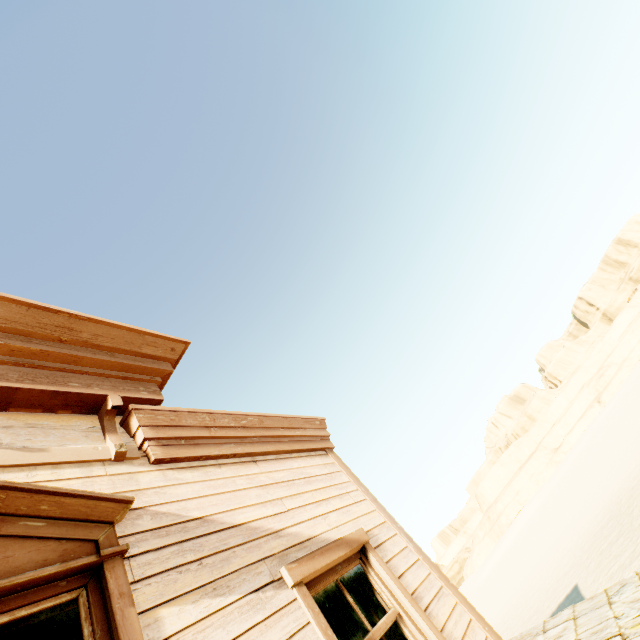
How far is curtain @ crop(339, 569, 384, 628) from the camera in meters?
2.8

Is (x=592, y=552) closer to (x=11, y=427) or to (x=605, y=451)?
(x=605, y=451)

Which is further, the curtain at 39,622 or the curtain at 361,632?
the curtain at 361,632

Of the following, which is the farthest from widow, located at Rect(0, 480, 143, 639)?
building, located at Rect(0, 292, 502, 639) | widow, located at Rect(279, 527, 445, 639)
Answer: widow, located at Rect(279, 527, 445, 639)

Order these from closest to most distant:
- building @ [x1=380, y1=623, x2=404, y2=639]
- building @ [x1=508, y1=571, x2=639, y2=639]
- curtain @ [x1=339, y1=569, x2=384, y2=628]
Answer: building @ [x1=508, y1=571, x2=639, y2=639], curtain @ [x1=339, y1=569, x2=384, y2=628], building @ [x1=380, y1=623, x2=404, y2=639]

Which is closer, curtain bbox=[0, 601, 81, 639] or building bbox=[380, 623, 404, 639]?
curtain bbox=[0, 601, 81, 639]

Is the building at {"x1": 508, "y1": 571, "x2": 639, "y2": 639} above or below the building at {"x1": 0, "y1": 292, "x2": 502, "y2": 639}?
below

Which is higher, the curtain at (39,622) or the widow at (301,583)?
the curtain at (39,622)
